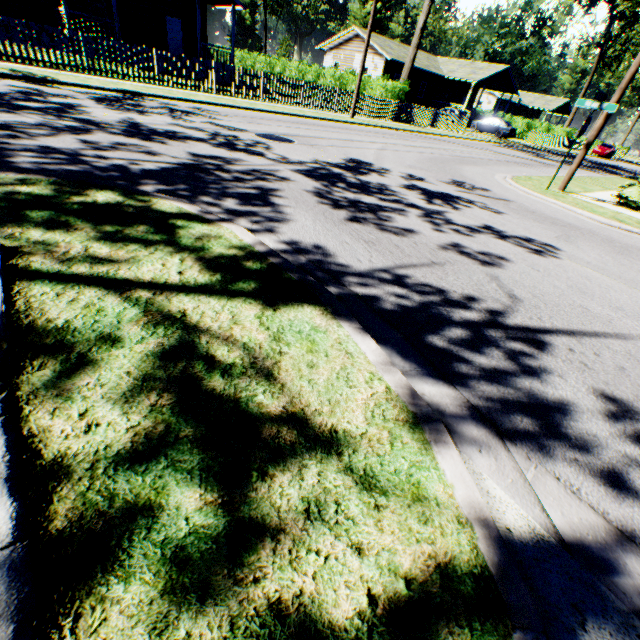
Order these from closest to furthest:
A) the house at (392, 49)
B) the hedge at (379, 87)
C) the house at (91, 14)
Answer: the house at (91, 14) < the hedge at (379, 87) < the house at (392, 49)

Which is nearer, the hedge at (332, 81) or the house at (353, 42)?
the hedge at (332, 81)

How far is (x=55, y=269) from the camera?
2.33m

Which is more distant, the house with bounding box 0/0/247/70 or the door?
the door

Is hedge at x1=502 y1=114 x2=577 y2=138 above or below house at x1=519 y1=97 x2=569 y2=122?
below

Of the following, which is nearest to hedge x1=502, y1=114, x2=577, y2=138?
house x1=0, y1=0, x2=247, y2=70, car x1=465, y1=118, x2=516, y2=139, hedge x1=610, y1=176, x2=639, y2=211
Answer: car x1=465, y1=118, x2=516, y2=139

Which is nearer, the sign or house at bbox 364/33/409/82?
the sign

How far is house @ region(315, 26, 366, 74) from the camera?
35.3m
